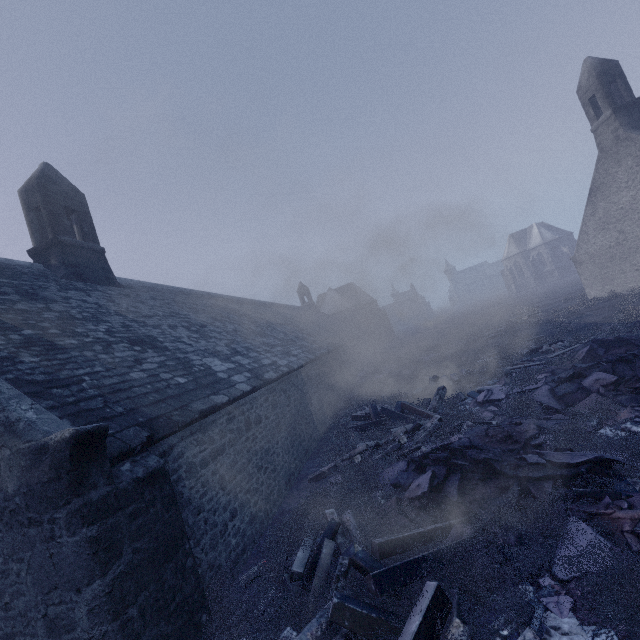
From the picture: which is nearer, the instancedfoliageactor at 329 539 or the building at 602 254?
the instancedfoliageactor at 329 539

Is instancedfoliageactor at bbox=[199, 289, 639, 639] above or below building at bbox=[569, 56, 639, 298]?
below

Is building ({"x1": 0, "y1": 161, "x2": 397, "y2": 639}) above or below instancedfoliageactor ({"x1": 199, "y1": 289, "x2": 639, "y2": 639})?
above

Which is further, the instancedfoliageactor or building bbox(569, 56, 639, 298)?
building bbox(569, 56, 639, 298)

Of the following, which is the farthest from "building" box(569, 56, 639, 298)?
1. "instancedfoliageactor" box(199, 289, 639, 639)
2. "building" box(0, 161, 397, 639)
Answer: "building" box(0, 161, 397, 639)

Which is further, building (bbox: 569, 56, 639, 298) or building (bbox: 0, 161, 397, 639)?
building (bbox: 569, 56, 639, 298)

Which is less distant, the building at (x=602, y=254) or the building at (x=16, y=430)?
the building at (x=16, y=430)

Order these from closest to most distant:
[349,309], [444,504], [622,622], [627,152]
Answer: [622,622], [444,504], [627,152], [349,309]
